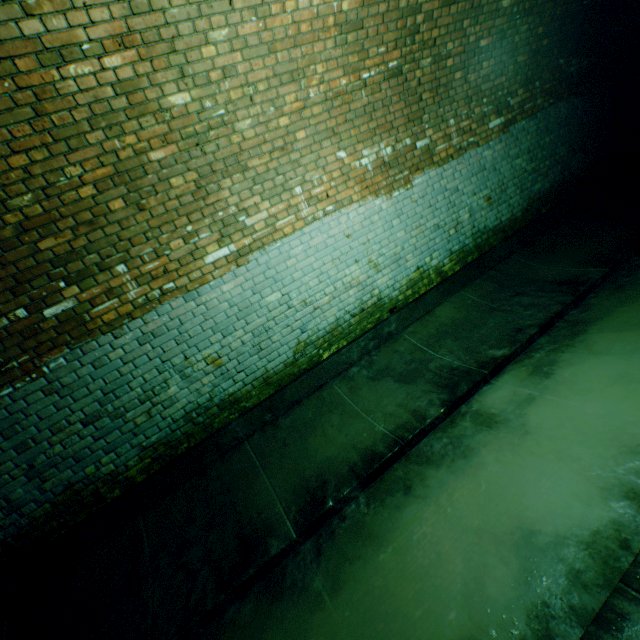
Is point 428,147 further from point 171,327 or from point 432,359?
point 171,327
